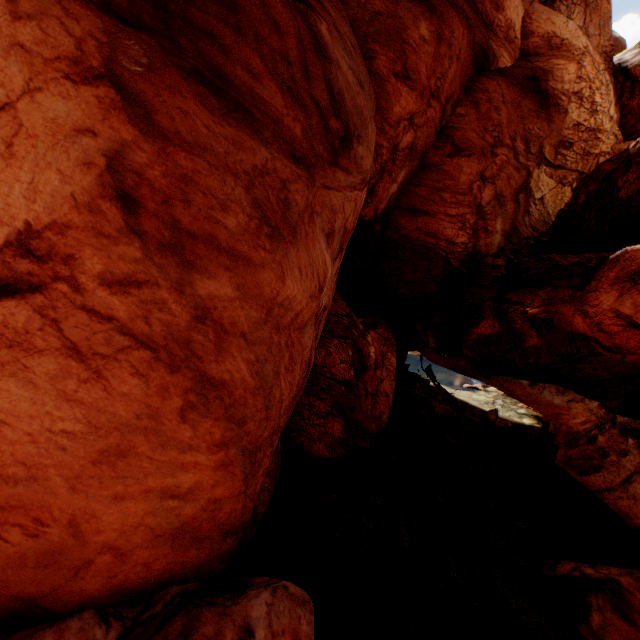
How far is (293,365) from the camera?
8.75m
